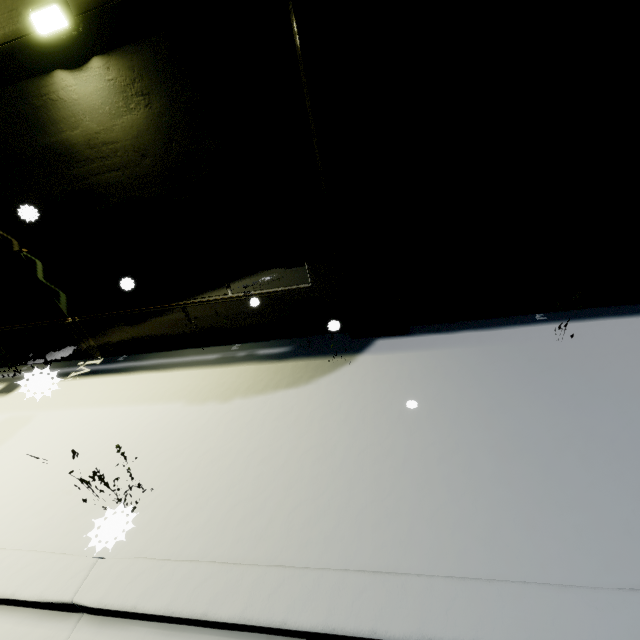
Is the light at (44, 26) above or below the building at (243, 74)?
above

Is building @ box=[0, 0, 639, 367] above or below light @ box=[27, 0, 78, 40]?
below

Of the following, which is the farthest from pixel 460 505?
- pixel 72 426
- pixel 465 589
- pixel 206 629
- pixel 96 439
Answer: pixel 72 426
